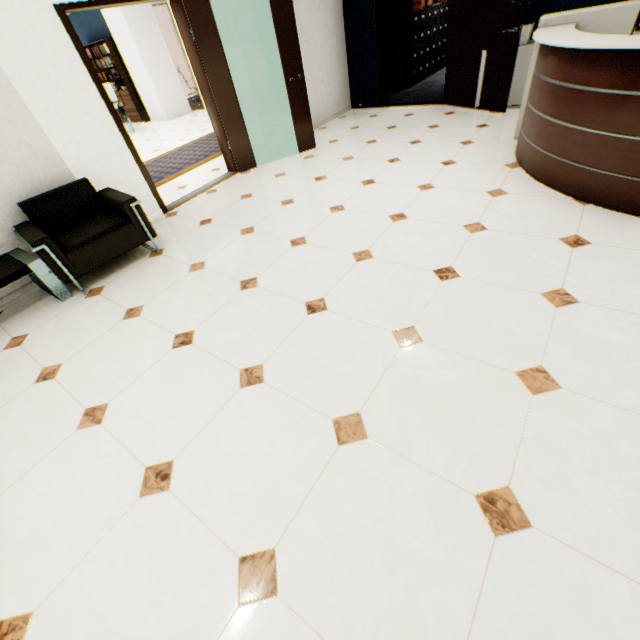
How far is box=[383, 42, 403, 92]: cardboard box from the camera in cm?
723

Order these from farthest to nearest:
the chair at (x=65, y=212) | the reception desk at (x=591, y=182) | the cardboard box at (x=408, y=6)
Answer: the cardboard box at (x=408, y=6), the chair at (x=65, y=212), the reception desk at (x=591, y=182)

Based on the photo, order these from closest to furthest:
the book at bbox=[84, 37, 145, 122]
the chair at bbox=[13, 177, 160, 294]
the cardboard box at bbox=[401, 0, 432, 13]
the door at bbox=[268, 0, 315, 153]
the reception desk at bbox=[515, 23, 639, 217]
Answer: the reception desk at bbox=[515, 23, 639, 217], the chair at bbox=[13, 177, 160, 294], the door at bbox=[268, 0, 315, 153], the cardboard box at bbox=[401, 0, 432, 13], the book at bbox=[84, 37, 145, 122]

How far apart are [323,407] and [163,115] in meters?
12.2 m

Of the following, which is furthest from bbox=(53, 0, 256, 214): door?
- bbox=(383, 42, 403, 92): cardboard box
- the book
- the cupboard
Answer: the book

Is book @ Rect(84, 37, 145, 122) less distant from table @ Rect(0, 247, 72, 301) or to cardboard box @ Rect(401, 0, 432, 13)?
cardboard box @ Rect(401, 0, 432, 13)

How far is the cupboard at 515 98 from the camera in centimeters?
477cm

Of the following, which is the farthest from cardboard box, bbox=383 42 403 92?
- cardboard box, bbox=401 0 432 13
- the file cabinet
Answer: cardboard box, bbox=401 0 432 13
